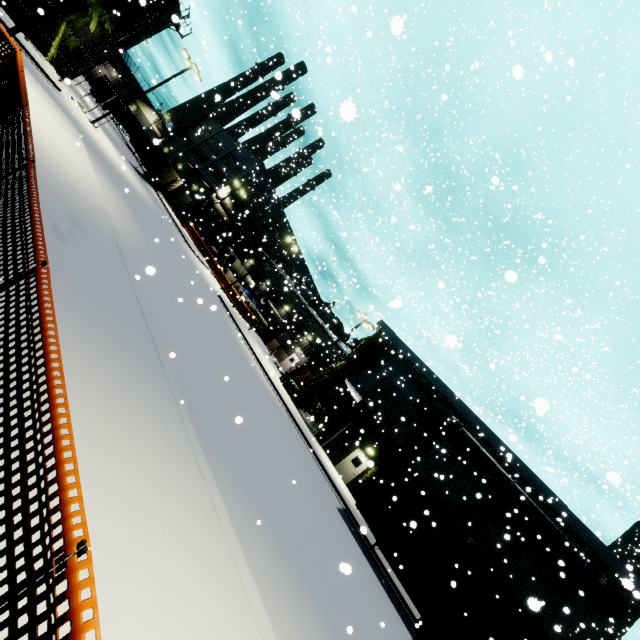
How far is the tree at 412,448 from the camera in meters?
23.5

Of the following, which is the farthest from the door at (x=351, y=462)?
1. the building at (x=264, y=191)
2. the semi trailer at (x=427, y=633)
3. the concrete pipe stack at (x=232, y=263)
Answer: the semi trailer at (x=427, y=633)

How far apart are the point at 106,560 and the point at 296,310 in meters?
41.6 m

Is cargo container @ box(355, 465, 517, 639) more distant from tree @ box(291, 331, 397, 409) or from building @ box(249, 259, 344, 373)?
tree @ box(291, 331, 397, 409)

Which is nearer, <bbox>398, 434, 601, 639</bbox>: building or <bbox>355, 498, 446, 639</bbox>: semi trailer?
<bbox>355, 498, 446, 639</bbox>: semi trailer

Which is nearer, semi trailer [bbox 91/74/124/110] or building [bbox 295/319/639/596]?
building [bbox 295/319/639/596]

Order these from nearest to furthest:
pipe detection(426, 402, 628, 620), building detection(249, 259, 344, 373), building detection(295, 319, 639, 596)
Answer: pipe detection(426, 402, 628, 620) < building detection(295, 319, 639, 596) < building detection(249, 259, 344, 373)

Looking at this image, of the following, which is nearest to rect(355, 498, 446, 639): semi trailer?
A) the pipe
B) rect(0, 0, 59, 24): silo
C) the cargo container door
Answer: rect(0, 0, 59, 24): silo
